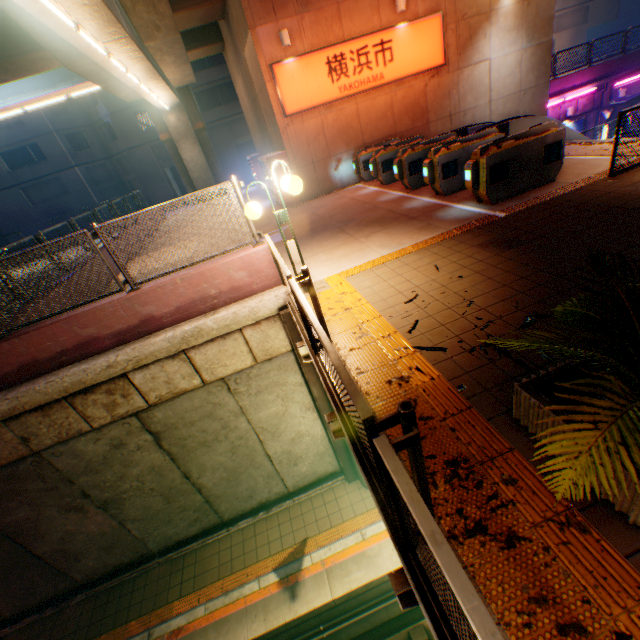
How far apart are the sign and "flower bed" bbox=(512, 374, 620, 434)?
12.64m

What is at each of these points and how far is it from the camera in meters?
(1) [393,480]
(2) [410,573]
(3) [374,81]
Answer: (1) metal fence, 1.9 m
(2) bridge, 2.3 m
(3) sign, 12.2 m

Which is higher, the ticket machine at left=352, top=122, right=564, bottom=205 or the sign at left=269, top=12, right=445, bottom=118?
the sign at left=269, top=12, right=445, bottom=118

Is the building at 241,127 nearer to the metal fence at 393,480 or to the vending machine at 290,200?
the metal fence at 393,480

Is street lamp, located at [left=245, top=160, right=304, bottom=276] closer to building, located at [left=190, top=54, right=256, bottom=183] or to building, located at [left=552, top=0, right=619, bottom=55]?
building, located at [left=190, top=54, right=256, bottom=183]

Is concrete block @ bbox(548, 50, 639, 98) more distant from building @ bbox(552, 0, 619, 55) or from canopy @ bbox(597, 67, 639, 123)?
building @ bbox(552, 0, 619, 55)

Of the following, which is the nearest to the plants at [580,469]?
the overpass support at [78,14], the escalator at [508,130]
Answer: the overpass support at [78,14]
